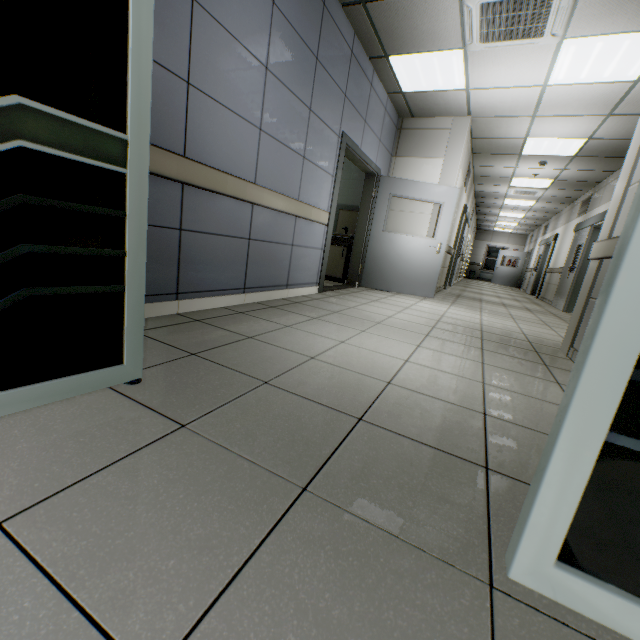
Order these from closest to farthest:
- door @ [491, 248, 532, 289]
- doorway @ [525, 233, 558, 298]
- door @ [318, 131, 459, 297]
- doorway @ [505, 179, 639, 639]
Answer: doorway @ [505, 179, 639, 639], door @ [318, 131, 459, 297], doorway @ [525, 233, 558, 298], door @ [491, 248, 532, 289]

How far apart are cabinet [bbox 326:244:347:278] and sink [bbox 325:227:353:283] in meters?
0.0

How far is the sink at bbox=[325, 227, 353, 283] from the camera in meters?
6.3

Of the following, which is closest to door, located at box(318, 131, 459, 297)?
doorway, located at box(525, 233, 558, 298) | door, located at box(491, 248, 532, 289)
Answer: doorway, located at box(525, 233, 558, 298)

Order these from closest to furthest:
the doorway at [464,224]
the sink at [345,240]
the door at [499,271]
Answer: the sink at [345,240], the doorway at [464,224], the door at [499,271]

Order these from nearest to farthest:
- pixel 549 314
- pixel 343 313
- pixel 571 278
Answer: pixel 343 313 < pixel 549 314 < pixel 571 278

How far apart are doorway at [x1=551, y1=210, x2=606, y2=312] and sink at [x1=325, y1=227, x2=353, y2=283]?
4.94m

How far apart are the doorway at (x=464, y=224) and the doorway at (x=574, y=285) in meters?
2.7
